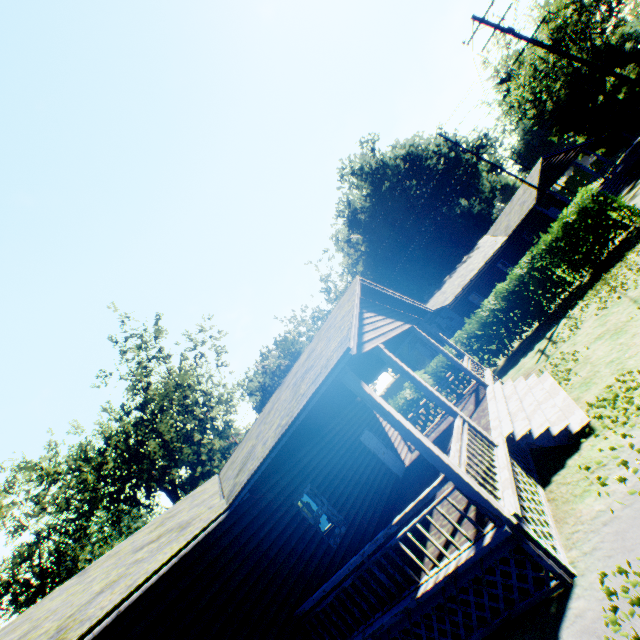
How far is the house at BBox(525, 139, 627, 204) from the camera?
27.72m

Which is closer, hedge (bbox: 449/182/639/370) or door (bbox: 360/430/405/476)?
door (bbox: 360/430/405/476)

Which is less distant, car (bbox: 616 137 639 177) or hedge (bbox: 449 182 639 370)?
hedge (bbox: 449 182 639 370)

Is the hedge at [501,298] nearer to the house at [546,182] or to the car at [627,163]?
the house at [546,182]

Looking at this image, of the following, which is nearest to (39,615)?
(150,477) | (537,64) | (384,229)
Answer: (150,477)

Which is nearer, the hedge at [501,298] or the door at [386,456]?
the door at [386,456]

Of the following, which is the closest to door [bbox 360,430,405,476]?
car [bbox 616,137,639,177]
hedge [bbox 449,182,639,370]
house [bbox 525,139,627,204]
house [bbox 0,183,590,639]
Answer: house [bbox 0,183,590,639]

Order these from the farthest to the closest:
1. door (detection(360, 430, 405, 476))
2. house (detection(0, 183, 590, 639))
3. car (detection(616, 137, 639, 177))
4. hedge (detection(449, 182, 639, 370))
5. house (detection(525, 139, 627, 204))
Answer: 1. house (detection(525, 139, 627, 204))
2. car (detection(616, 137, 639, 177))
3. hedge (detection(449, 182, 639, 370))
4. door (detection(360, 430, 405, 476))
5. house (detection(0, 183, 590, 639))
